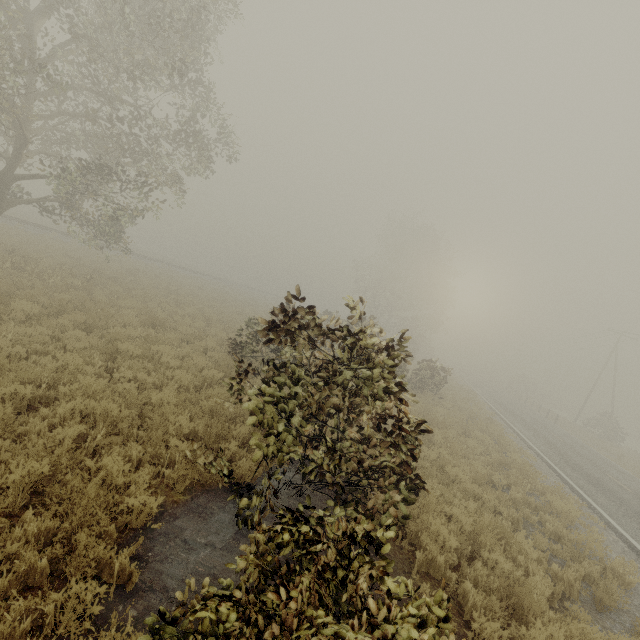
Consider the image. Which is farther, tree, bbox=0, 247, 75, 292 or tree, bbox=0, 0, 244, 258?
tree, bbox=0, 247, 75, 292

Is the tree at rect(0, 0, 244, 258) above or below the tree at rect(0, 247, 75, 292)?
above

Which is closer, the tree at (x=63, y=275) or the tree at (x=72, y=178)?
the tree at (x=72, y=178)

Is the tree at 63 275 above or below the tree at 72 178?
below

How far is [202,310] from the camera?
19.4m
